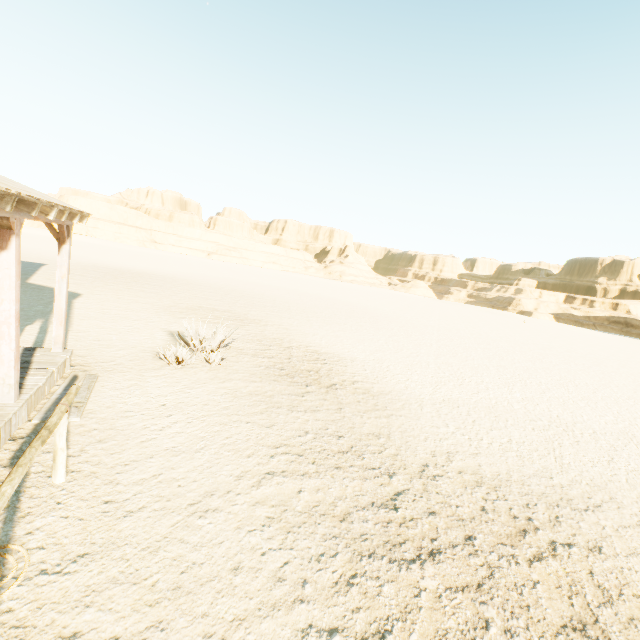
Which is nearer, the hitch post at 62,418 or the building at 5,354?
the hitch post at 62,418

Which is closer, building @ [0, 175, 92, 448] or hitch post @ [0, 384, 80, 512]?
hitch post @ [0, 384, 80, 512]

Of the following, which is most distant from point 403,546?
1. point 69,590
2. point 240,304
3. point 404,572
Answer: point 240,304
